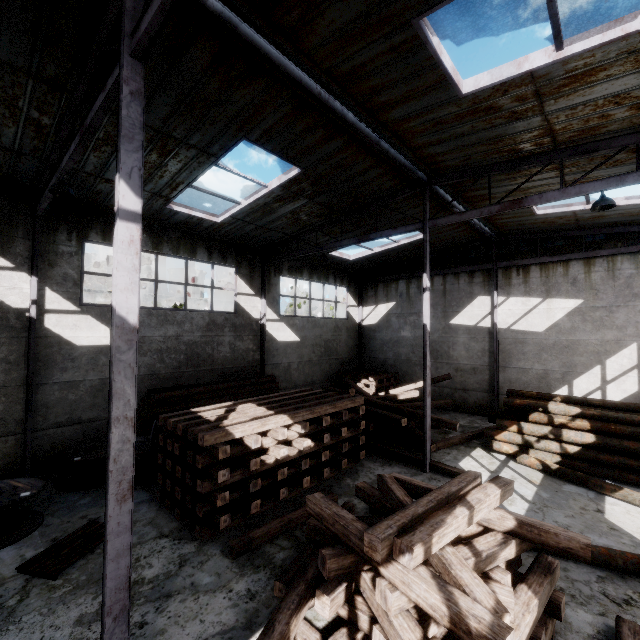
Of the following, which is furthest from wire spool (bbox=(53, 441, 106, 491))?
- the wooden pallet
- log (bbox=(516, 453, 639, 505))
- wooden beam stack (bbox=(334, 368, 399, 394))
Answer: log (bbox=(516, 453, 639, 505))

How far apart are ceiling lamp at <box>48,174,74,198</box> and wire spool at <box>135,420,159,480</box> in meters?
5.7

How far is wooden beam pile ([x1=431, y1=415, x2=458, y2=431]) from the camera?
10.5 meters

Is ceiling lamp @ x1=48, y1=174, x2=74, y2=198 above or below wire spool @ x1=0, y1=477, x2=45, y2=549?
above

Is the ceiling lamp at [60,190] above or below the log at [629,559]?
above

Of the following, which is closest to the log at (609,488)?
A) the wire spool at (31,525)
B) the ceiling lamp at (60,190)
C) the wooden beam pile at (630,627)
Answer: the wooden beam pile at (630,627)

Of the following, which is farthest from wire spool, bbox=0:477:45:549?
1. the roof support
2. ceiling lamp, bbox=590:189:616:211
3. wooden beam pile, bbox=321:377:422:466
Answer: ceiling lamp, bbox=590:189:616:211

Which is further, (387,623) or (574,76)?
(574,76)
